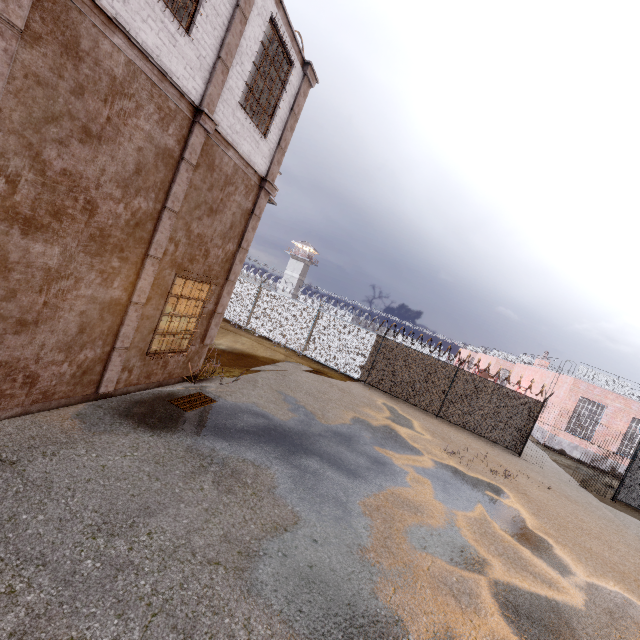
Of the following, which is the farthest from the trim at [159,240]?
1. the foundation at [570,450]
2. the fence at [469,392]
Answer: the foundation at [570,450]

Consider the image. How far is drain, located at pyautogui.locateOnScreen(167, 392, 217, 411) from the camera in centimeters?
737cm

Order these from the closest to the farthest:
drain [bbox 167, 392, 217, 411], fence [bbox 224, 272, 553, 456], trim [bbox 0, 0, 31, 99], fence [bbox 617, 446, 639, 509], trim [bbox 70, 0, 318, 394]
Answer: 1. trim [bbox 0, 0, 31, 99]
2. trim [bbox 70, 0, 318, 394]
3. drain [bbox 167, 392, 217, 411]
4. fence [bbox 617, 446, 639, 509]
5. fence [bbox 224, 272, 553, 456]

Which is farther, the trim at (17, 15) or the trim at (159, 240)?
the trim at (159, 240)

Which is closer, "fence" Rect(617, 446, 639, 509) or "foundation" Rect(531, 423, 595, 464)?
"fence" Rect(617, 446, 639, 509)

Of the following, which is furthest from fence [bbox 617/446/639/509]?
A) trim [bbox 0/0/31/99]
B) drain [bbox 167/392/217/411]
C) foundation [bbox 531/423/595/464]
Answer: drain [bbox 167/392/217/411]

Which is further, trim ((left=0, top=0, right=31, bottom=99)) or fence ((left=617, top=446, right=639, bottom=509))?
fence ((left=617, top=446, right=639, bottom=509))

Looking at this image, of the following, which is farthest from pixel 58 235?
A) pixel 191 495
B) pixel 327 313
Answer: pixel 327 313
